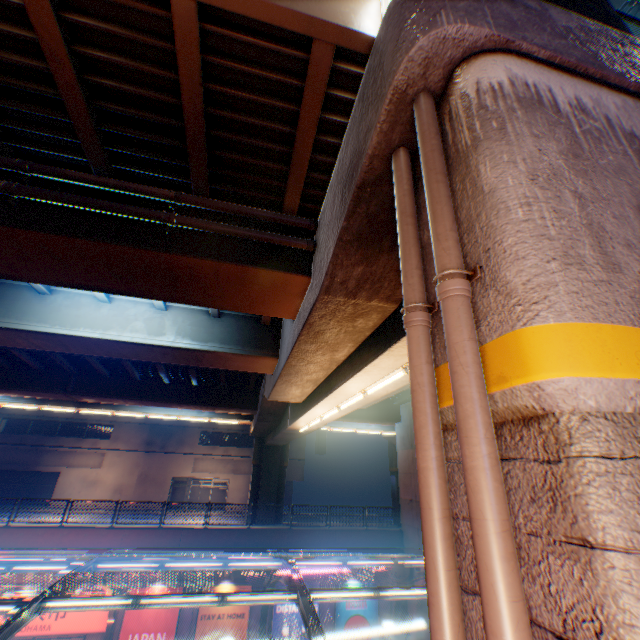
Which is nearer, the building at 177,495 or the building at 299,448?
the building at 177,495

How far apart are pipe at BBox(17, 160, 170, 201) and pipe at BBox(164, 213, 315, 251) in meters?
0.3 m

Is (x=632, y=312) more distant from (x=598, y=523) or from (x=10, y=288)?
(x=10, y=288)

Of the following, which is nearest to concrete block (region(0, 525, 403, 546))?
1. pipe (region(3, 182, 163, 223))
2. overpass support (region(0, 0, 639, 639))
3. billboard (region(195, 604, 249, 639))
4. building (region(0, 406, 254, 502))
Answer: billboard (region(195, 604, 249, 639))

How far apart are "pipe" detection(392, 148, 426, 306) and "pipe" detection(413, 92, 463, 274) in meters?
0.2 m

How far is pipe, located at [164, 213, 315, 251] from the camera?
5.9 meters

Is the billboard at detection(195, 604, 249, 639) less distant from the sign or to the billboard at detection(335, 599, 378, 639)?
the sign

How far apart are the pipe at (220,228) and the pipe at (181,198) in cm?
28
